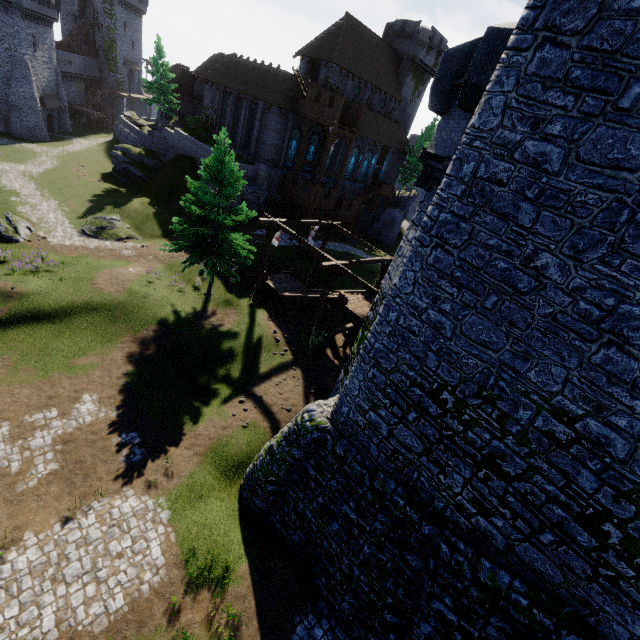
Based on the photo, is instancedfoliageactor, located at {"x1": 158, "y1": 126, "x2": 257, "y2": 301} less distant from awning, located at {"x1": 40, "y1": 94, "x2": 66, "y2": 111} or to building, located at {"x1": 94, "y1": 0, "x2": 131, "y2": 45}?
awning, located at {"x1": 40, "y1": 94, "x2": 66, "y2": 111}

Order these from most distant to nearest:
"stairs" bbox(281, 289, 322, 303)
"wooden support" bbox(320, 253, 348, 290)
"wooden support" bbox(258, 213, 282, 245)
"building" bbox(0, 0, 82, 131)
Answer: "building" bbox(0, 0, 82, 131), "stairs" bbox(281, 289, 322, 303), "wooden support" bbox(258, 213, 282, 245), "wooden support" bbox(320, 253, 348, 290)

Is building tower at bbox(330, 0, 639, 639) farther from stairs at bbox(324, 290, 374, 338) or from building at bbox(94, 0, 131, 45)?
building at bbox(94, 0, 131, 45)

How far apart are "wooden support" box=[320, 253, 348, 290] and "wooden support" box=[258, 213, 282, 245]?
3.7 meters

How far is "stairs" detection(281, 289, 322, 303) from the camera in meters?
21.8 m

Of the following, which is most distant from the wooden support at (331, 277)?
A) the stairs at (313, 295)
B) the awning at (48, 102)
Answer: the awning at (48, 102)

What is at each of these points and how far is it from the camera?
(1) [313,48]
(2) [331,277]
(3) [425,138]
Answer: (1) building, 39.28m
(2) wooden support, 18.67m
(3) tree, 47.09m

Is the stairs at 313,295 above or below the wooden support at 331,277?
below
